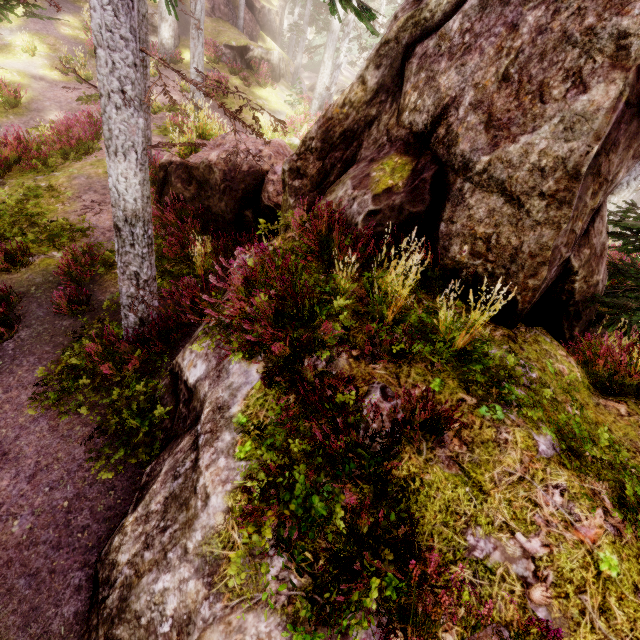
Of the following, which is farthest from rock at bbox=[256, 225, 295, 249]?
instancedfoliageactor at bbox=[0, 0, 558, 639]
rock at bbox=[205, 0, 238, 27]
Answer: rock at bbox=[205, 0, 238, 27]

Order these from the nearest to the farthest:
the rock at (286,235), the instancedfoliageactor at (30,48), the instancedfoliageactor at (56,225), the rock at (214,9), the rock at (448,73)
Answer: the rock at (448,73) < the rock at (286,235) < the instancedfoliageactor at (56,225) < the instancedfoliageactor at (30,48) < the rock at (214,9)

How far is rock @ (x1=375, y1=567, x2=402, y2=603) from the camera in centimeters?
248cm

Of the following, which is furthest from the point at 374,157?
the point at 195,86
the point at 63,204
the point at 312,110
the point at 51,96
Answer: the point at 312,110

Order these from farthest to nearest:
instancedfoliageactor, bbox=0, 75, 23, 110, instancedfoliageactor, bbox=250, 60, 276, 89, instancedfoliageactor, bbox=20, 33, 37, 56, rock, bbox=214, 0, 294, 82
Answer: rock, bbox=214, 0, 294, 82 < instancedfoliageactor, bbox=250, 60, 276, 89 < instancedfoliageactor, bbox=20, 33, 37, 56 < instancedfoliageactor, bbox=0, 75, 23, 110

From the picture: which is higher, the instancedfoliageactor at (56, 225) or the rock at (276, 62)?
the rock at (276, 62)
